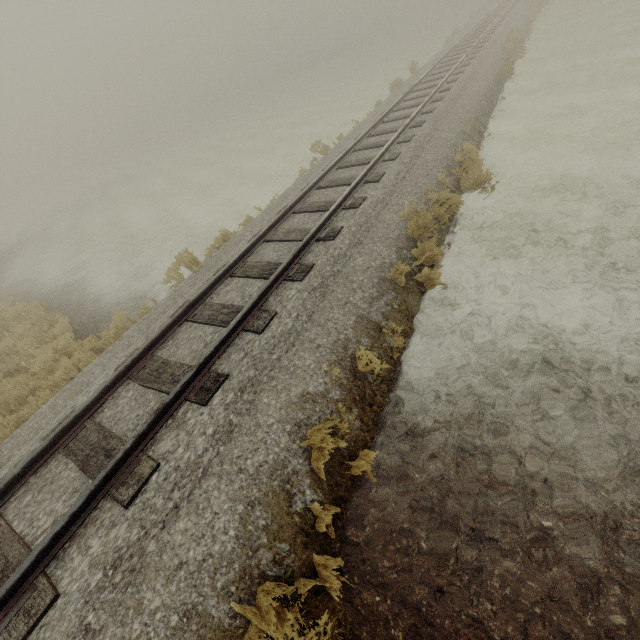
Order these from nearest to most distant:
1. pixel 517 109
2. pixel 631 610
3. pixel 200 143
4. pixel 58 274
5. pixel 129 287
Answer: pixel 631 610 → pixel 129 287 → pixel 517 109 → pixel 58 274 → pixel 200 143
